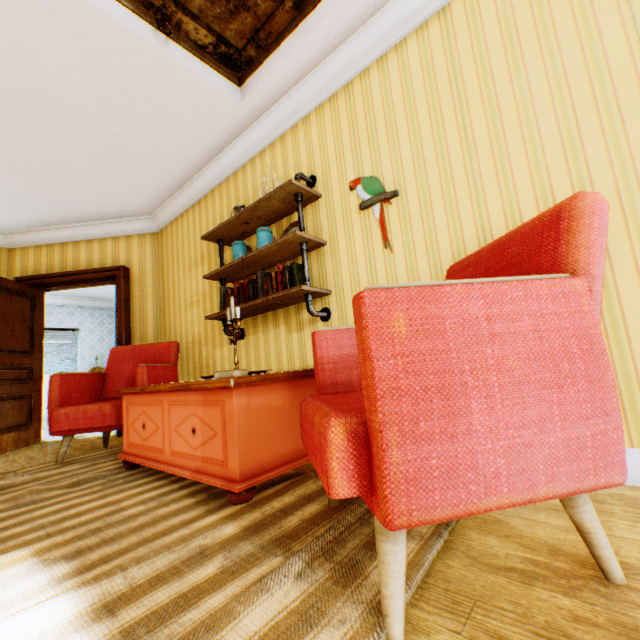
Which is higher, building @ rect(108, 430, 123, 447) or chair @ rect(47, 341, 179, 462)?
chair @ rect(47, 341, 179, 462)

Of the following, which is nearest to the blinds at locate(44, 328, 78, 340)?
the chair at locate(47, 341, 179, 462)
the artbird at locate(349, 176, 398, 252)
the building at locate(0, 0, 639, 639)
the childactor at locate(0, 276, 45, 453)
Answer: the building at locate(0, 0, 639, 639)

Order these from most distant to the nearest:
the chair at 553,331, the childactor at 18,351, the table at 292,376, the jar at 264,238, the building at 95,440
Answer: the childactor at 18,351 < the building at 95,440 < the jar at 264,238 < the table at 292,376 < the chair at 553,331

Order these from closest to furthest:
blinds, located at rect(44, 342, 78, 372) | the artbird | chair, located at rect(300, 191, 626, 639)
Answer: chair, located at rect(300, 191, 626, 639) → the artbird → blinds, located at rect(44, 342, 78, 372)

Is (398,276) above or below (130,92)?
below

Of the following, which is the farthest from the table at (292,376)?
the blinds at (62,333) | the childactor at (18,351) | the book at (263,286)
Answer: the blinds at (62,333)

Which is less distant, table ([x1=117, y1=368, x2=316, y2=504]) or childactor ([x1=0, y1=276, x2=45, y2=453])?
table ([x1=117, y1=368, x2=316, y2=504])

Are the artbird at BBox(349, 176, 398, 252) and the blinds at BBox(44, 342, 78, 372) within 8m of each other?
no
